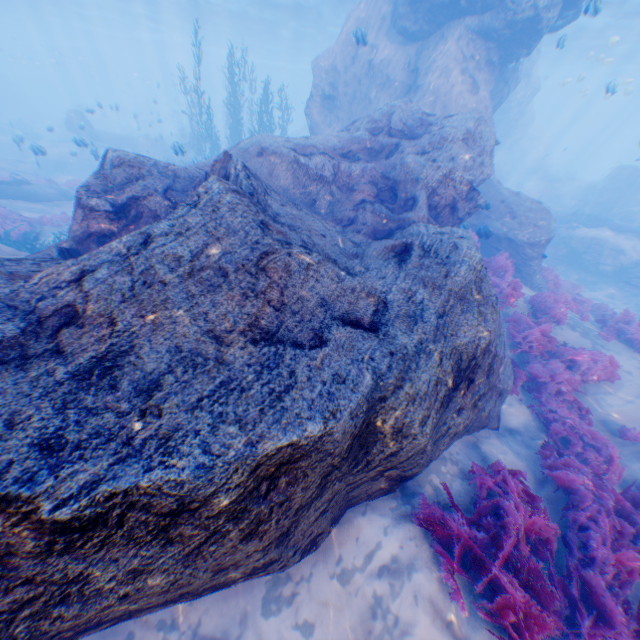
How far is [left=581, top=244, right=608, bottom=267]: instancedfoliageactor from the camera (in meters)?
17.91

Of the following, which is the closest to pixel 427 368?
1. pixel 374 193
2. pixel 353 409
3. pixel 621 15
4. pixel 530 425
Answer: pixel 353 409

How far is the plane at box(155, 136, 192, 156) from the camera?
13.0m

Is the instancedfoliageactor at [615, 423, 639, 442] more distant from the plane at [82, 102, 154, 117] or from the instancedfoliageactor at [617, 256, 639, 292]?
the plane at [82, 102, 154, 117]

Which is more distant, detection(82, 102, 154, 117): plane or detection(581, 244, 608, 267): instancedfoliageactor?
detection(82, 102, 154, 117): plane

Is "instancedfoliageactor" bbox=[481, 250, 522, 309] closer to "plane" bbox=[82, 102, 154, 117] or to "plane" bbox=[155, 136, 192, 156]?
"plane" bbox=[155, 136, 192, 156]

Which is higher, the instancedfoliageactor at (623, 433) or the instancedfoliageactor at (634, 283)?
the instancedfoliageactor at (623, 433)

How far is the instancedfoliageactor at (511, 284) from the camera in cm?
941
